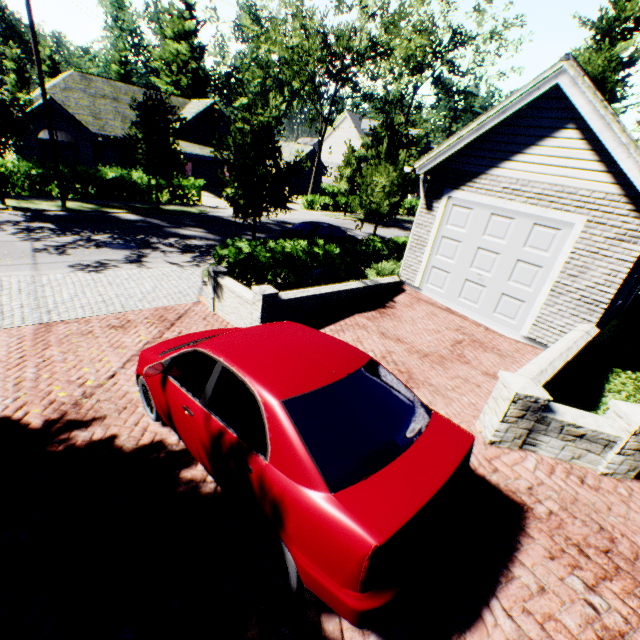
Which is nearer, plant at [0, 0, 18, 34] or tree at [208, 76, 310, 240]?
tree at [208, 76, 310, 240]

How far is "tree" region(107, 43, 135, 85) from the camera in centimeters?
5656cm

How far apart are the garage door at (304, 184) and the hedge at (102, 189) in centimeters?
2200cm

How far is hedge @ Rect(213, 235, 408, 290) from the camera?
10.2m

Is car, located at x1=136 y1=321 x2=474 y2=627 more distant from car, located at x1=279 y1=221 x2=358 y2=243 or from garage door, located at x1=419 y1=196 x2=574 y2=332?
car, located at x1=279 y1=221 x2=358 y2=243

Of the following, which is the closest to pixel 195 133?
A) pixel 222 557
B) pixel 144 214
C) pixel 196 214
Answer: pixel 196 214

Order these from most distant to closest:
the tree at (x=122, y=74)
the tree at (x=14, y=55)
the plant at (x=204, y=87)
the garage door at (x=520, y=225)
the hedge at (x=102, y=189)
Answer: the tree at (x=122, y=74)
the plant at (x=204, y=87)
the hedge at (x=102, y=189)
the tree at (x=14, y=55)
the garage door at (x=520, y=225)
